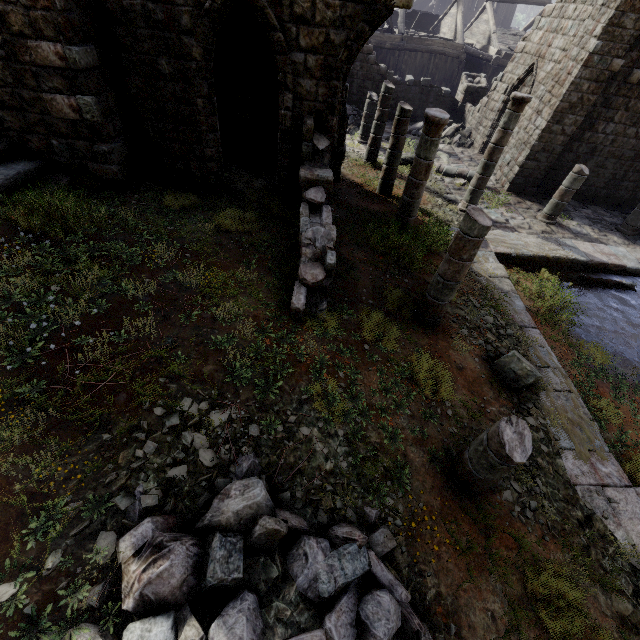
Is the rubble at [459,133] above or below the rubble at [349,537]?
below

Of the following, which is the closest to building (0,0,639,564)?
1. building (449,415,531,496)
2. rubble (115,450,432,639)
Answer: rubble (115,450,432,639)

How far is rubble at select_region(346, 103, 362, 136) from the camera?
18.33m

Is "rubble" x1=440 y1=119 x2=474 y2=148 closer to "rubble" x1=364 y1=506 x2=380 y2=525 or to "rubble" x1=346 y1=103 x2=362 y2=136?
"rubble" x1=346 y1=103 x2=362 y2=136

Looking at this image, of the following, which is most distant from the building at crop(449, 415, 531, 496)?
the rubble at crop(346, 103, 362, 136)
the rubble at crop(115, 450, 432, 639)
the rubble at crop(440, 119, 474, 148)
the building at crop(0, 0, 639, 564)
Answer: the rubble at crop(440, 119, 474, 148)

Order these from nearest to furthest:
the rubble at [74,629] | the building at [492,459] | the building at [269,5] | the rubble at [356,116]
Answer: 1. the rubble at [74,629]
2. the building at [492,459]
3. the building at [269,5]
4. the rubble at [356,116]

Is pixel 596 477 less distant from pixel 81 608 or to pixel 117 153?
pixel 81 608

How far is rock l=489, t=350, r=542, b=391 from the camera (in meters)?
6.40
